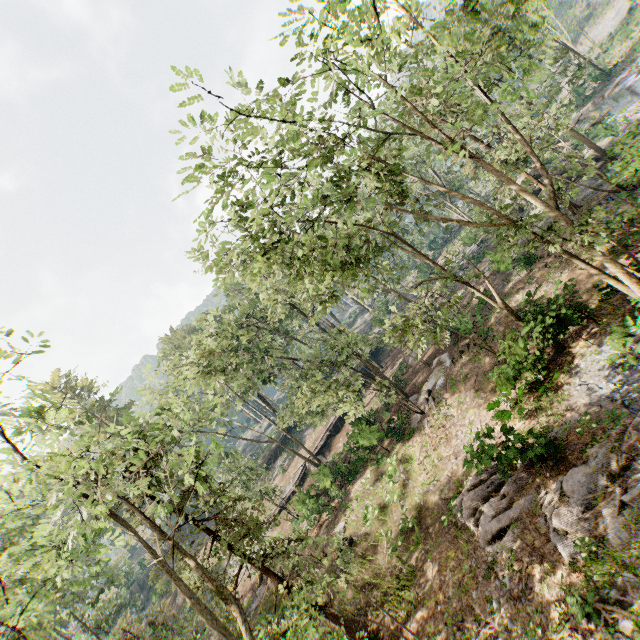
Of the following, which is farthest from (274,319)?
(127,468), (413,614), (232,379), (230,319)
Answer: (413,614)

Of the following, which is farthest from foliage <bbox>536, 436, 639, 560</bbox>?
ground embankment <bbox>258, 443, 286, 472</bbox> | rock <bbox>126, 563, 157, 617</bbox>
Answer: ground embankment <bbox>258, 443, 286, 472</bbox>

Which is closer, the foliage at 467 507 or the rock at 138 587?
the foliage at 467 507

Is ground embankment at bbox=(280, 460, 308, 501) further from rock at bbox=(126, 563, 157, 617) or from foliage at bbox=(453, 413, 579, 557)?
rock at bbox=(126, 563, 157, 617)

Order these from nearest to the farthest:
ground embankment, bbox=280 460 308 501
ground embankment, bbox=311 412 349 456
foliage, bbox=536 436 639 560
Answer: foliage, bbox=536 436 639 560, ground embankment, bbox=280 460 308 501, ground embankment, bbox=311 412 349 456

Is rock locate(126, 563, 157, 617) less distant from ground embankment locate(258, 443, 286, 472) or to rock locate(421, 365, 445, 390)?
ground embankment locate(258, 443, 286, 472)

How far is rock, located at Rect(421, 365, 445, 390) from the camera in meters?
23.5 m

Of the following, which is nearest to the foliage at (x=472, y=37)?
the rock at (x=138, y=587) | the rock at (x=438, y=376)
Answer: the rock at (x=138, y=587)
